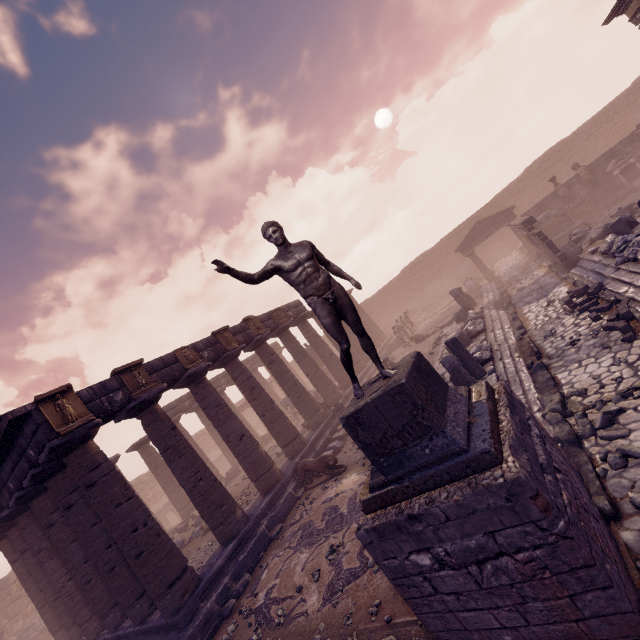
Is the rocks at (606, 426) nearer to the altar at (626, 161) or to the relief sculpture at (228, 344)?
the relief sculpture at (228, 344)

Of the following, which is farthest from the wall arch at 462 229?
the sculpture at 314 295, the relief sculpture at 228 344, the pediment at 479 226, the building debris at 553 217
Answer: the sculpture at 314 295

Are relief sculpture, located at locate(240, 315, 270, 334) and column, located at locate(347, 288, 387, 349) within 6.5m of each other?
no

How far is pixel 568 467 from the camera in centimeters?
461cm

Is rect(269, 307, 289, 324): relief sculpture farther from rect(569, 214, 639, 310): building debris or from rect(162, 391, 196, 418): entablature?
rect(569, 214, 639, 310): building debris

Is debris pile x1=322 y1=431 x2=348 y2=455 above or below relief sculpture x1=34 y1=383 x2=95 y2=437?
below

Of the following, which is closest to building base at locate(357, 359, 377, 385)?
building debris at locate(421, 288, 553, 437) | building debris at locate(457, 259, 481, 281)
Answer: building debris at locate(421, 288, 553, 437)

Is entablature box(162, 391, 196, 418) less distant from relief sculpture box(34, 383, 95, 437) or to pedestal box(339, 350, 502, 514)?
relief sculpture box(34, 383, 95, 437)
